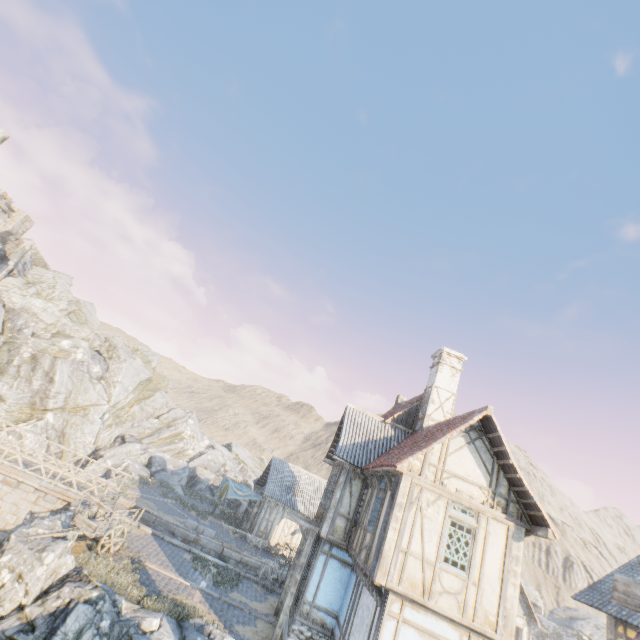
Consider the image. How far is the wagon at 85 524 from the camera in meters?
12.4 m

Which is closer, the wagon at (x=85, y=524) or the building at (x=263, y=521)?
the wagon at (x=85, y=524)

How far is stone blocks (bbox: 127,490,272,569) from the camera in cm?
1759

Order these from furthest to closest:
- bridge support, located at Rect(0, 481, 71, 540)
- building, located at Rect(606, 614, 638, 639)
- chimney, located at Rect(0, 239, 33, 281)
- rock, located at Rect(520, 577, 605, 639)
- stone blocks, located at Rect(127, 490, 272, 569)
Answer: rock, located at Rect(520, 577, 605, 639), chimney, located at Rect(0, 239, 33, 281), stone blocks, located at Rect(127, 490, 272, 569), bridge support, located at Rect(0, 481, 71, 540), building, located at Rect(606, 614, 638, 639)

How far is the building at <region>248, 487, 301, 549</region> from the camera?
25.84m

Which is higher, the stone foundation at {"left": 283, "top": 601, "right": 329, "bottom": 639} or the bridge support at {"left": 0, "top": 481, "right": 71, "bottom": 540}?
the stone foundation at {"left": 283, "top": 601, "right": 329, "bottom": 639}

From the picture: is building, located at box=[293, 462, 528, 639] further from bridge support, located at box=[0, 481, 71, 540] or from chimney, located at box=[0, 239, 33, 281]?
chimney, located at box=[0, 239, 33, 281]

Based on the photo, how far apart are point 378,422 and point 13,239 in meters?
32.1 m
